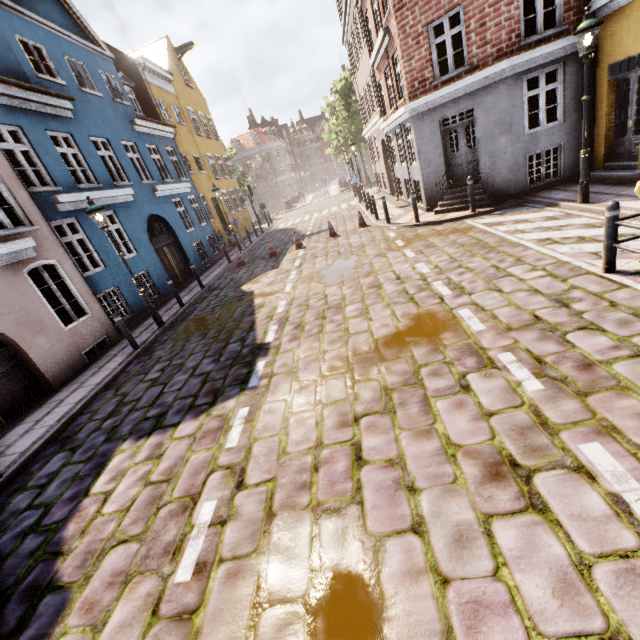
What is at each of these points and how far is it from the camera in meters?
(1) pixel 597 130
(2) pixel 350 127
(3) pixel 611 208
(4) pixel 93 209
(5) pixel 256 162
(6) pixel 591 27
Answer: (1) building, 9.4 m
(2) tree, 35.5 m
(3) bollard, 4.7 m
(4) street light, 8.5 m
(5) tree, 55.3 m
(6) street light, 6.6 m

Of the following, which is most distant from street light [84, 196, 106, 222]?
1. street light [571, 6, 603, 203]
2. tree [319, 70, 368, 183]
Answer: tree [319, 70, 368, 183]

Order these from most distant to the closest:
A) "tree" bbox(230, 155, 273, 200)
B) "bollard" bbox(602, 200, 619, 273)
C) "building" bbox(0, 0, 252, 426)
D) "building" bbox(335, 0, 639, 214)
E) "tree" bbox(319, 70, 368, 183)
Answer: "tree" bbox(230, 155, 273, 200), "tree" bbox(319, 70, 368, 183), "building" bbox(335, 0, 639, 214), "building" bbox(0, 0, 252, 426), "bollard" bbox(602, 200, 619, 273)

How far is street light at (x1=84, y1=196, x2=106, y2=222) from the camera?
8.5m

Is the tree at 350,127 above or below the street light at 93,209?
above

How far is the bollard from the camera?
4.7 meters

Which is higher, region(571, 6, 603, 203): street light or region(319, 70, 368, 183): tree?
region(319, 70, 368, 183): tree

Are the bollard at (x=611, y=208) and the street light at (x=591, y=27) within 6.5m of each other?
yes
